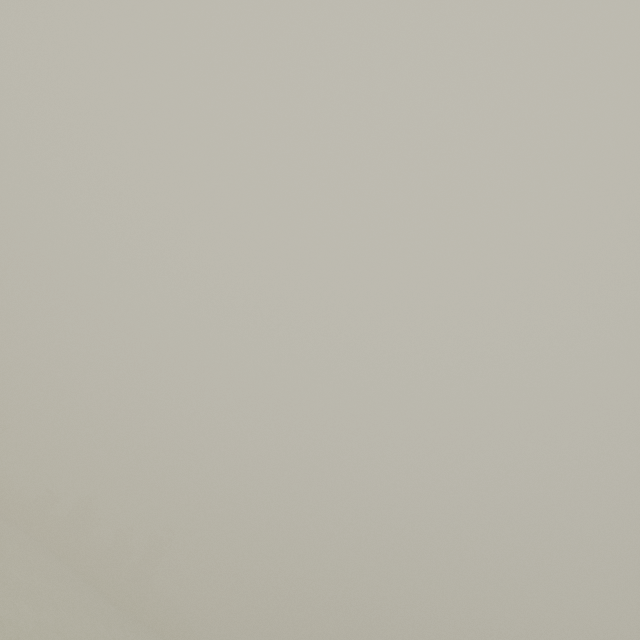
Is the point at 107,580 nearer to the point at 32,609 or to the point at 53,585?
the point at 53,585
